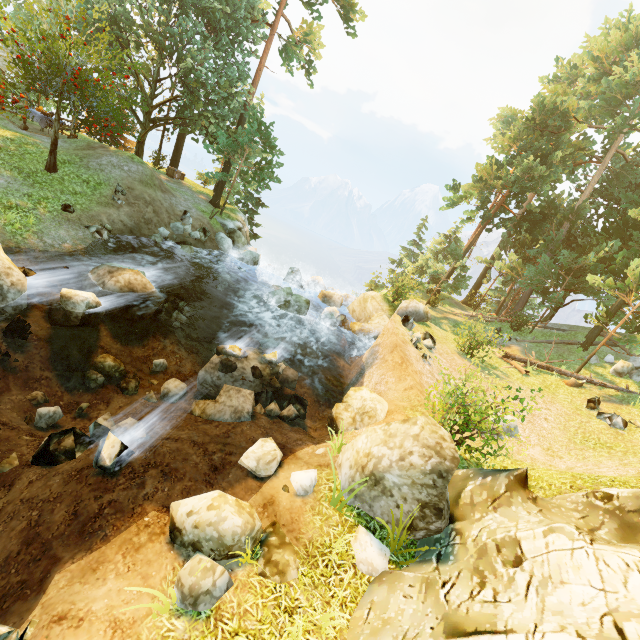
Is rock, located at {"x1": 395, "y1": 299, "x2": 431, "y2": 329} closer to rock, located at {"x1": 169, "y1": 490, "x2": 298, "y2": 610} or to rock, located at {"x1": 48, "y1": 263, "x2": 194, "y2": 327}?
rock, located at {"x1": 48, "y1": 263, "x2": 194, "y2": 327}

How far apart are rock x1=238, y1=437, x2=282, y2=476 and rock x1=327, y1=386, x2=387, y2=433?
2.5m

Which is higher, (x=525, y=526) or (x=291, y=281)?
(x=525, y=526)

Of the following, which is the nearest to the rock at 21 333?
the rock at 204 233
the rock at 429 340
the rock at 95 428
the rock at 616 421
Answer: the rock at 95 428

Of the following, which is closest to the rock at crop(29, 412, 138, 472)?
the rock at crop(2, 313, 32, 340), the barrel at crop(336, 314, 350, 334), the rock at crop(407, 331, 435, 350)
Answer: the rock at crop(2, 313, 32, 340)

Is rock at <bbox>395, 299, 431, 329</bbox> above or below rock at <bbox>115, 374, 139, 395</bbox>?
above

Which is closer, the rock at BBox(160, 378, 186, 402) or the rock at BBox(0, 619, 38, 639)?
the rock at BBox(0, 619, 38, 639)

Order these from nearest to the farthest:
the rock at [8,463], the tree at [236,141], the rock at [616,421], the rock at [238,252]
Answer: the rock at [8,463]
the rock at [616,421]
the tree at [236,141]
the rock at [238,252]
